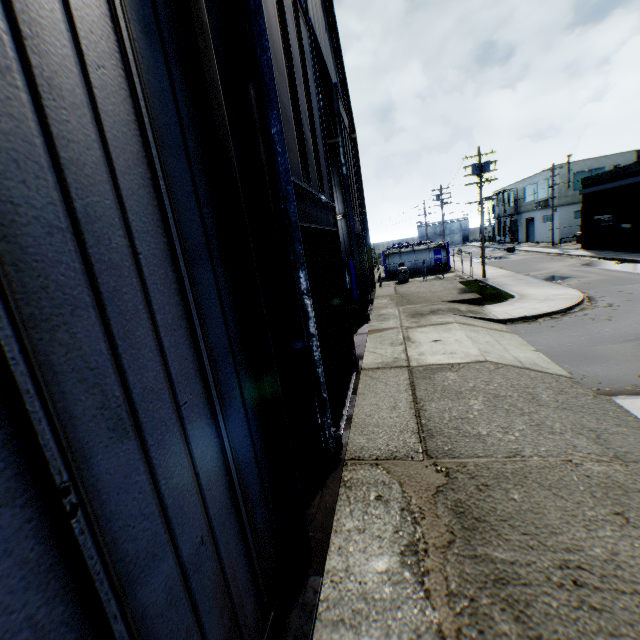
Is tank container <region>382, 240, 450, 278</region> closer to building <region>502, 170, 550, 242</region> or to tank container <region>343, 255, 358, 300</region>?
tank container <region>343, 255, 358, 300</region>

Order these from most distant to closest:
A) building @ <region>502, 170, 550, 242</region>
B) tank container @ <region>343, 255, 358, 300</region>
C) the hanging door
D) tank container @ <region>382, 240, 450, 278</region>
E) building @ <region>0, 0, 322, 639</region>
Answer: building @ <region>502, 170, 550, 242</region> → tank container @ <region>382, 240, 450, 278</region> → tank container @ <region>343, 255, 358, 300</region> → the hanging door → building @ <region>0, 0, 322, 639</region>

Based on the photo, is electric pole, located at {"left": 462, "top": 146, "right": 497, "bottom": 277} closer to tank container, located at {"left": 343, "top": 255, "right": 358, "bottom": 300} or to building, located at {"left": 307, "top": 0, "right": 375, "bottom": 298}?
building, located at {"left": 307, "top": 0, "right": 375, "bottom": 298}

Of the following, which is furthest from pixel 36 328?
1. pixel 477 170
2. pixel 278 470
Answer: pixel 477 170

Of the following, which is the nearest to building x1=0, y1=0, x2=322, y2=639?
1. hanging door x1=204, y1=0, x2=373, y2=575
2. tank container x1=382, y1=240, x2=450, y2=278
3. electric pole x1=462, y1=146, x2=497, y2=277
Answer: hanging door x1=204, y1=0, x2=373, y2=575

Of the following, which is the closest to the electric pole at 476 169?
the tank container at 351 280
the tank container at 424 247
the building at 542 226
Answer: the tank container at 424 247

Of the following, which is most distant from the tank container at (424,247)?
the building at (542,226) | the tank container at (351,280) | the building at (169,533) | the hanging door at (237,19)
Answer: the building at (542,226)

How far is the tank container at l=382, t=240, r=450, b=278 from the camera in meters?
33.8 m
